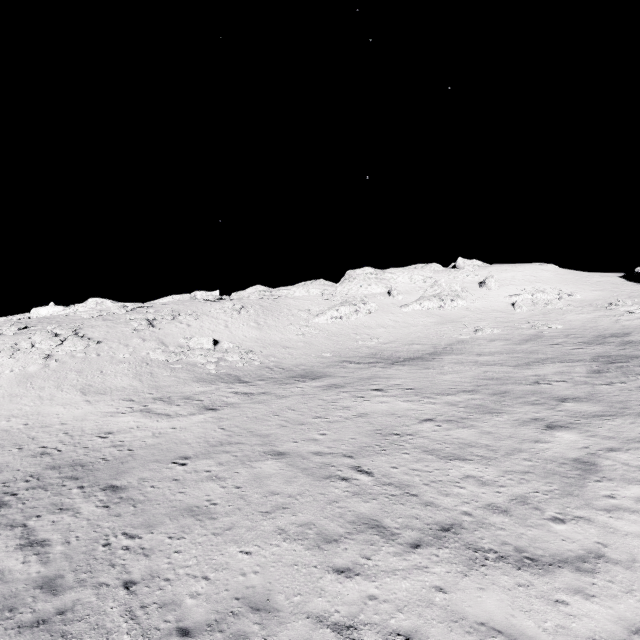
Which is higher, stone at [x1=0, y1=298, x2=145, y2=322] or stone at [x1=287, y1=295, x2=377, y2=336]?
Answer: stone at [x1=0, y1=298, x2=145, y2=322]

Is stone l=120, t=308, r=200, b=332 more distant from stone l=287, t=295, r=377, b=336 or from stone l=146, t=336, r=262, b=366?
stone l=287, t=295, r=377, b=336

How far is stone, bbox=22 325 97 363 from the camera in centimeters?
2956cm

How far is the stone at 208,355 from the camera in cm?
3106

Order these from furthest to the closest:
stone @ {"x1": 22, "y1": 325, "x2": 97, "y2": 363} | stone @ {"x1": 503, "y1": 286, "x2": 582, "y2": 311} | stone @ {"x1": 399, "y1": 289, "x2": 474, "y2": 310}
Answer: stone @ {"x1": 399, "y1": 289, "x2": 474, "y2": 310} → stone @ {"x1": 503, "y1": 286, "x2": 582, "y2": 311} → stone @ {"x1": 22, "y1": 325, "x2": 97, "y2": 363}

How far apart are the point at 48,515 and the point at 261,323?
34.5 meters

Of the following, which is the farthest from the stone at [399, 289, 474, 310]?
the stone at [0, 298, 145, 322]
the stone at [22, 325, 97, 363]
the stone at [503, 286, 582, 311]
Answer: the stone at [22, 325, 97, 363]

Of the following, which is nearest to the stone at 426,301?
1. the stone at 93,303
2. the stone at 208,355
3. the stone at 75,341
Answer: the stone at 93,303
